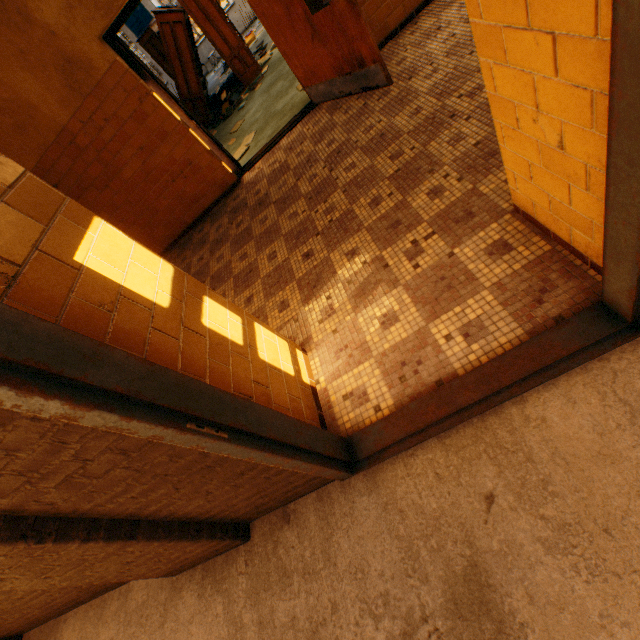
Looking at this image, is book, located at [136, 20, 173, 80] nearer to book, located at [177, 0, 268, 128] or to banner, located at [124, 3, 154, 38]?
book, located at [177, 0, 268, 128]

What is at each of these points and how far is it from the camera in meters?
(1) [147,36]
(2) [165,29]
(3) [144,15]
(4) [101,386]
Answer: (1) book, 9.9
(2) bookcase, 7.1
(3) banner, 12.0
(4) door, 0.9

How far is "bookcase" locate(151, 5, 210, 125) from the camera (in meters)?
6.97

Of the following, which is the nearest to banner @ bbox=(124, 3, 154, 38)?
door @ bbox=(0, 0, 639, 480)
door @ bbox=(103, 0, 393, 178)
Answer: door @ bbox=(103, 0, 393, 178)

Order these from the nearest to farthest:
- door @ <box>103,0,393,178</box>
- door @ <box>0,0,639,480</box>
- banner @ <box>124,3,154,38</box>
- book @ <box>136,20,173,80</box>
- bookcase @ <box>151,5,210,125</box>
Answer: door @ <box>0,0,639,480</box>, door @ <box>103,0,393,178</box>, bookcase @ <box>151,5,210,125</box>, book @ <box>136,20,173,80</box>, banner @ <box>124,3,154,38</box>

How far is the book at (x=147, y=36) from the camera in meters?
9.9

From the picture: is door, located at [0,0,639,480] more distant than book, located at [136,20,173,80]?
No

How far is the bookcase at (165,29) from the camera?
7.0 meters
